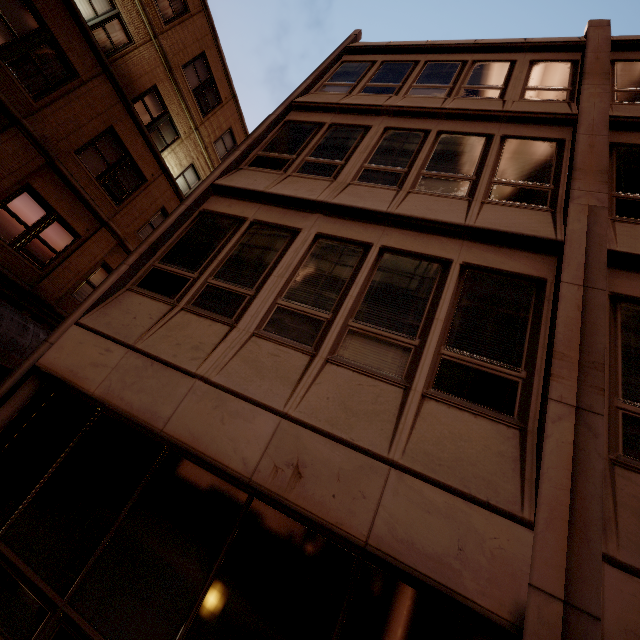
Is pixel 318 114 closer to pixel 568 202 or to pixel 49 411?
pixel 568 202

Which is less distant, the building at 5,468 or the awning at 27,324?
the building at 5,468

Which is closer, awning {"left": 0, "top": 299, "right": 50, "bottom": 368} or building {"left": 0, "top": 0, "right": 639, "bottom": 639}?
building {"left": 0, "top": 0, "right": 639, "bottom": 639}
